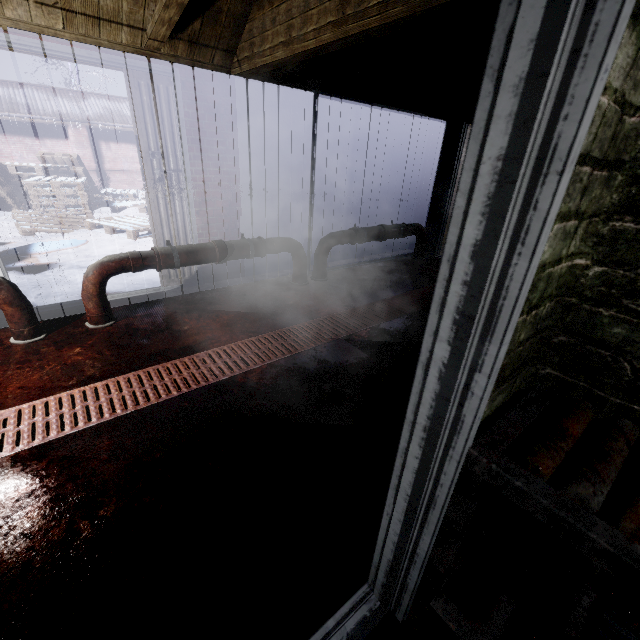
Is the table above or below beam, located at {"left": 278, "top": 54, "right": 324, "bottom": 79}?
below

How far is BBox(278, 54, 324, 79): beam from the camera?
2.9m

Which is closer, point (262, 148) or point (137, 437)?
point (137, 437)

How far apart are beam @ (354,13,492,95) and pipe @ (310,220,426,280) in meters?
1.5 m

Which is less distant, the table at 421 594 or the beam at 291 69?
the table at 421 594

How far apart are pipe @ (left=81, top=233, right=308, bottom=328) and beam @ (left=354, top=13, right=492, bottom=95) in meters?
1.6 m

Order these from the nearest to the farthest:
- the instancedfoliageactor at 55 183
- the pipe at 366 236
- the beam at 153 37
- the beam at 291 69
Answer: the beam at 153 37, the beam at 291 69, the pipe at 366 236, the instancedfoliageactor at 55 183
